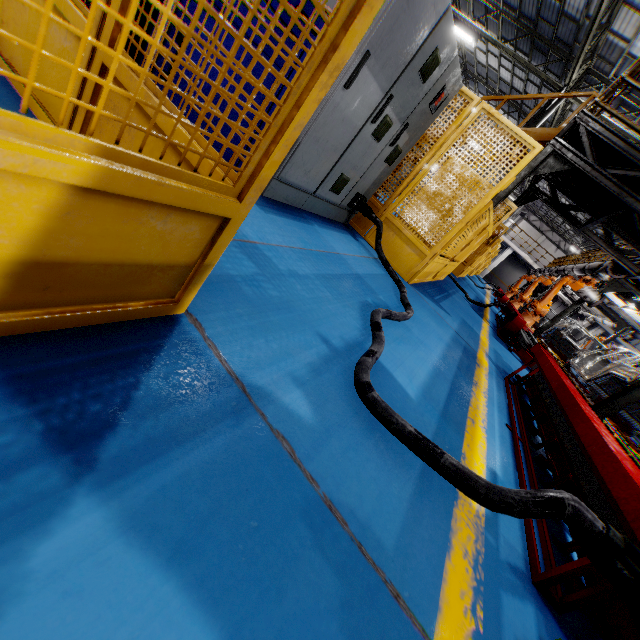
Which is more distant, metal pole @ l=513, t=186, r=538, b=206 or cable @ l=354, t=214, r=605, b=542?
metal pole @ l=513, t=186, r=538, b=206

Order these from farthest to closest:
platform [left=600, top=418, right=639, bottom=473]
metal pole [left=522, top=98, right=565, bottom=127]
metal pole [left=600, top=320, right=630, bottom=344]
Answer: metal pole [left=600, top=320, right=630, bottom=344] → metal pole [left=522, top=98, right=565, bottom=127] → platform [left=600, top=418, right=639, bottom=473]

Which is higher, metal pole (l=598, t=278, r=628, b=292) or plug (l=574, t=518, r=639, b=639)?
metal pole (l=598, t=278, r=628, b=292)

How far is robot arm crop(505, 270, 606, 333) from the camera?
9.7 meters

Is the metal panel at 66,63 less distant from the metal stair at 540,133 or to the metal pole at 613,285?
the metal stair at 540,133

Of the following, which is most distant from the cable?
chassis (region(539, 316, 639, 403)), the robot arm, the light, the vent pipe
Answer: the light

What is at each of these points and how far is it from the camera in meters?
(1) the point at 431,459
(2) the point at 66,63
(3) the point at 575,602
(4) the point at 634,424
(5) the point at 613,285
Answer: (1) cable, 1.3 m
(2) metal panel, 0.5 m
(3) metal platform, 1.4 m
(4) chassis, 8.5 m
(5) metal pole, 11.2 m

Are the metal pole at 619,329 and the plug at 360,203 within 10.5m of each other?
no
